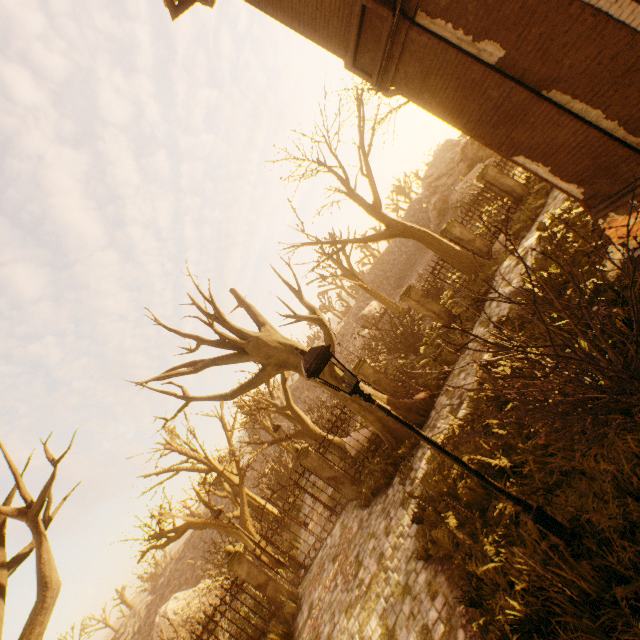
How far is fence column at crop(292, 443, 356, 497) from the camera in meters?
11.7

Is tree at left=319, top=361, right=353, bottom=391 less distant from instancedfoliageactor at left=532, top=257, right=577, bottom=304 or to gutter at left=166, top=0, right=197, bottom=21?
gutter at left=166, top=0, right=197, bottom=21

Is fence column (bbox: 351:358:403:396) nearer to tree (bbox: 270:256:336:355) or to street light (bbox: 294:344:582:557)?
street light (bbox: 294:344:582:557)

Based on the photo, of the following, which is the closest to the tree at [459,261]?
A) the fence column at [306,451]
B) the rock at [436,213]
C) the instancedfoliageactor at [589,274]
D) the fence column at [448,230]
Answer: the instancedfoliageactor at [589,274]

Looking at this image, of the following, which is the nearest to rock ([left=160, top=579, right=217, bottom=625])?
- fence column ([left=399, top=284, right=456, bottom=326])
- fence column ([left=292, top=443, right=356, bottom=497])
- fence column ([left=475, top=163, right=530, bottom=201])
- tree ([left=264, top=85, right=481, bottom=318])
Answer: fence column ([left=292, top=443, right=356, bottom=497])

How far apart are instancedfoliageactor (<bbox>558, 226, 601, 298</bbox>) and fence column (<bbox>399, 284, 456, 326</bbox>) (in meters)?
5.78

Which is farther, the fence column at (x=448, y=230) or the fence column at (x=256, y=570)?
the fence column at (x=448, y=230)

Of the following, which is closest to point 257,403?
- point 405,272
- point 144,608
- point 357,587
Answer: point 357,587
